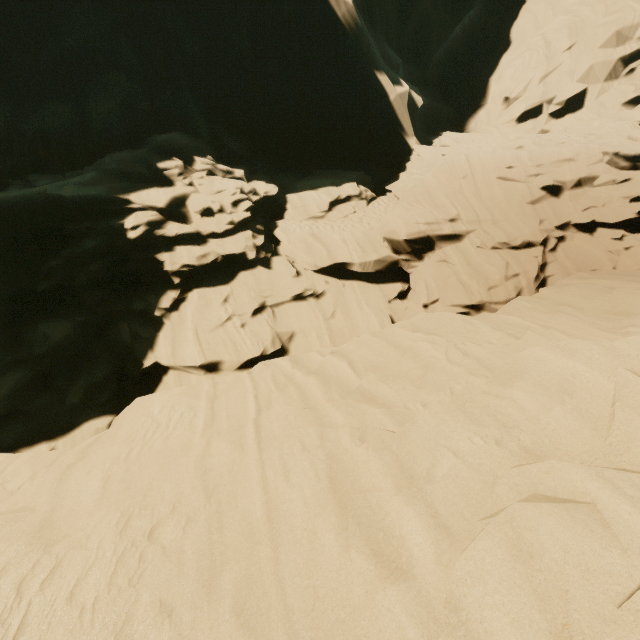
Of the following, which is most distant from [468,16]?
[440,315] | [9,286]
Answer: [9,286]
